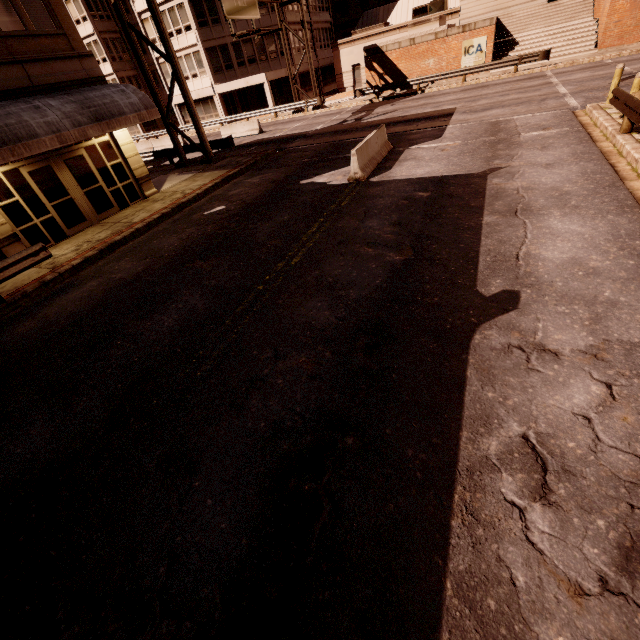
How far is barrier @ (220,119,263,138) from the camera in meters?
26.3 m

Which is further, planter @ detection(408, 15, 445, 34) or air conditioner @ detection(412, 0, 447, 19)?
air conditioner @ detection(412, 0, 447, 19)

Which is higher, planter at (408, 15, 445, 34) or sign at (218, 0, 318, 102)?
sign at (218, 0, 318, 102)

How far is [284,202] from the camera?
11.2m

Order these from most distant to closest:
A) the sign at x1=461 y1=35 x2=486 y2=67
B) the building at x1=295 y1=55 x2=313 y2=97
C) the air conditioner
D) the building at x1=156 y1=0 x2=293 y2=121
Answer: the building at x1=295 y1=55 x2=313 y2=97
the air conditioner
the building at x1=156 y1=0 x2=293 y2=121
the sign at x1=461 y1=35 x2=486 y2=67

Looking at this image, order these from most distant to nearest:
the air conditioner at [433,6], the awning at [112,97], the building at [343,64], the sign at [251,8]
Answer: the air conditioner at [433,6] → the building at [343,64] → the sign at [251,8] → the awning at [112,97]

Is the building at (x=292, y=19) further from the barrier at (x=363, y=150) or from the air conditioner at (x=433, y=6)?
the barrier at (x=363, y=150)

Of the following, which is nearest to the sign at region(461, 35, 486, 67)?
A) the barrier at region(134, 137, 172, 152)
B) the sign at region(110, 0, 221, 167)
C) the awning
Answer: the sign at region(110, 0, 221, 167)
